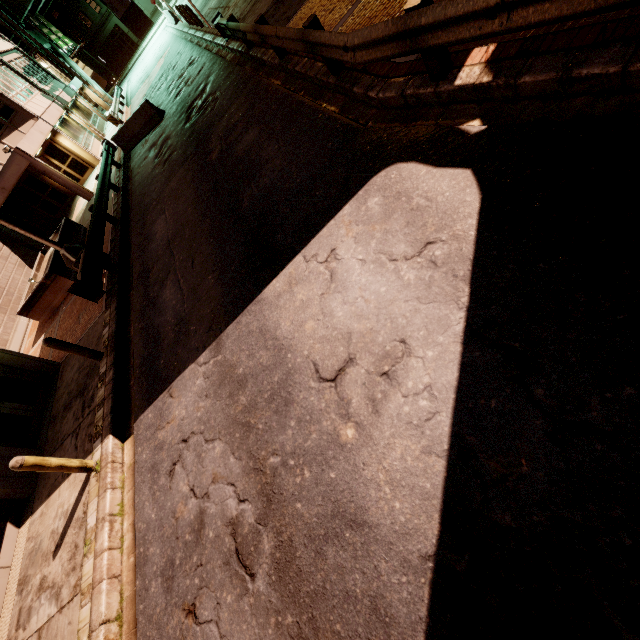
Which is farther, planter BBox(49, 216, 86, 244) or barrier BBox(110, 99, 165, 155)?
barrier BBox(110, 99, 165, 155)

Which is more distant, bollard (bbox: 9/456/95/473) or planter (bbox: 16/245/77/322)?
planter (bbox: 16/245/77/322)

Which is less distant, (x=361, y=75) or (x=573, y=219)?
(x=573, y=219)

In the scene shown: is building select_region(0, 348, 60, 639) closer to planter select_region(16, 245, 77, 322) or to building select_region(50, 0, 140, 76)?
planter select_region(16, 245, 77, 322)

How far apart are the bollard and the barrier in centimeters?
1679cm

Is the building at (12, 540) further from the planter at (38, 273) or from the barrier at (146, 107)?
the planter at (38, 273)

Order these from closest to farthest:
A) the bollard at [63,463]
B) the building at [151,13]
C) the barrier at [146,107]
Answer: the bollard at [63,463] → the barrier at [146,107] → the building at [151,13]

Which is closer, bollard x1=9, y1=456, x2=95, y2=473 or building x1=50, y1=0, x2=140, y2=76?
bollard x1=9, y1=456, x2=95, y2=473
